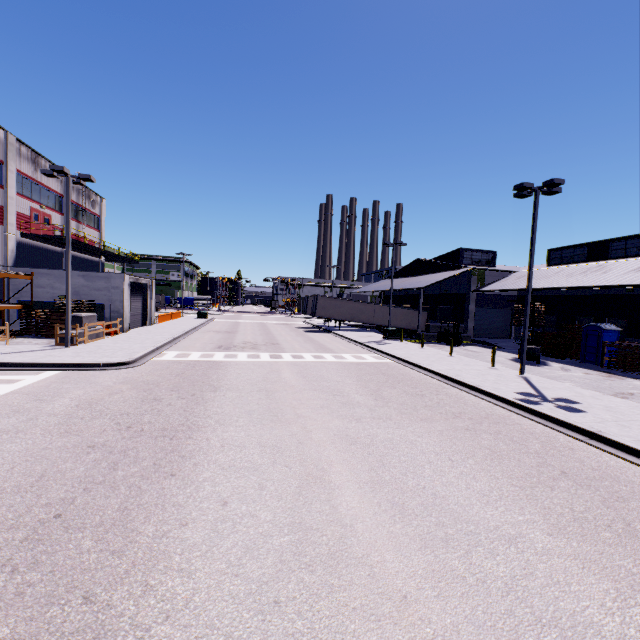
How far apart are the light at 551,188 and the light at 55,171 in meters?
23.1 m

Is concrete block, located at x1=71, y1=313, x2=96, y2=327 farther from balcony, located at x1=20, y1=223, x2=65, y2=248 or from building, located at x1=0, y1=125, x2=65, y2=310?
balcony, located at x1=20, y1=223, x2=65, y2=248

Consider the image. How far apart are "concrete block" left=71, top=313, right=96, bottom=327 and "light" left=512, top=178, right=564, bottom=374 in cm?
2571

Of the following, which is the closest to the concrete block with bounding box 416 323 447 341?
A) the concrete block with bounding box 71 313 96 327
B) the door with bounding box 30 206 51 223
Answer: the concrete block with bounding box 71 313 96 327

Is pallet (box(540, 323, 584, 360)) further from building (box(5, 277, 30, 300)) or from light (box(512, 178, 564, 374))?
light (box(512, 178, 564, 374))

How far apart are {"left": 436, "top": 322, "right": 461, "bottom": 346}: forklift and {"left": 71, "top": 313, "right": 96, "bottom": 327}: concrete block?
28.6m

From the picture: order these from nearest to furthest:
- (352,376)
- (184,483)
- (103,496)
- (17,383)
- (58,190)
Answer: (103,496)
(184,483)
(17,383)
(352,376)
(58,190)

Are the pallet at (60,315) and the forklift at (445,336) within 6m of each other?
no
